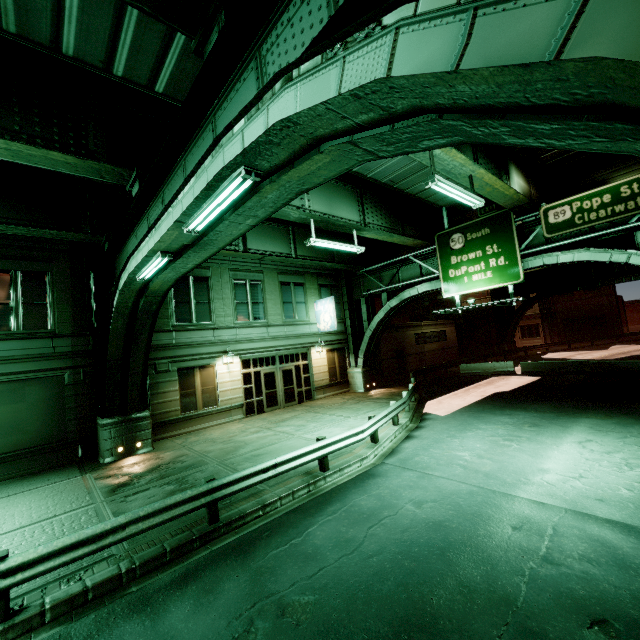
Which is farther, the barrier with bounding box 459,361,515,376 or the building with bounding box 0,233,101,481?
the barrier with bounding box 459,361,515,376

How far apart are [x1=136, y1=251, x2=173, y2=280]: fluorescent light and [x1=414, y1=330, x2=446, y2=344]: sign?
26.19m

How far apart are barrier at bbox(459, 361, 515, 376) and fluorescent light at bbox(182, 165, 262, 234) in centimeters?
2559cm

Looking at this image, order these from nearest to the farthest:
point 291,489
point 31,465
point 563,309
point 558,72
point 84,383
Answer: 1. point 558,72
2. point 291,489
3. point 31,465
4. point 84,383
5. point 563,309

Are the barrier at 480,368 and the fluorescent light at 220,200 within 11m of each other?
no

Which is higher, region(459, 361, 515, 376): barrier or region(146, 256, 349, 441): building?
region(146, 256, 349, 441): building

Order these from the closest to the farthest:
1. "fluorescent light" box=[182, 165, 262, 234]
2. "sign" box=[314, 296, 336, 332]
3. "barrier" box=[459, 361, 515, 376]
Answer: "fluorescent light" box=[182, 165, 262, 234]
"sign" box=[314, 296, 336, 332]
"barrier" box=[459, 361, 515, 376]

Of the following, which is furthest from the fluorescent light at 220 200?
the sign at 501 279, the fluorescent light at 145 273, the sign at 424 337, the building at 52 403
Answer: the sign at 424 337
